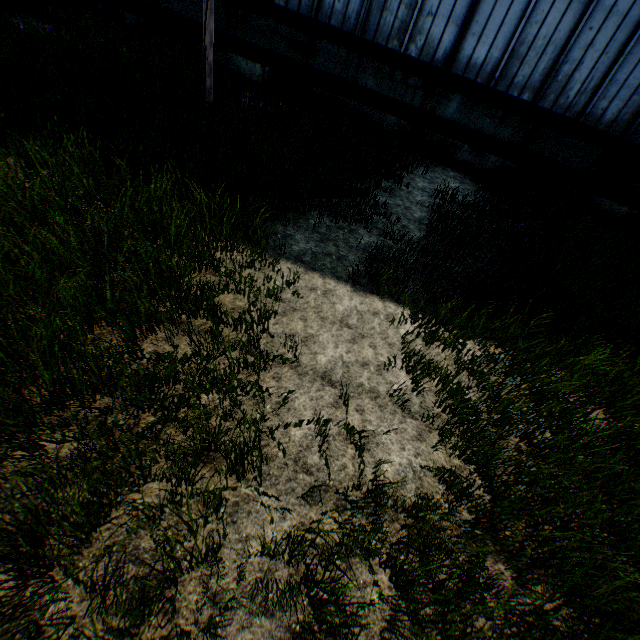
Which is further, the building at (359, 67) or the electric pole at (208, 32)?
the building at (359, 67)

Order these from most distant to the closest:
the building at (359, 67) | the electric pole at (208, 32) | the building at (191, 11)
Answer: the building at (191, 11) → the building at (359, 67) → the electric pole at (208, 32)

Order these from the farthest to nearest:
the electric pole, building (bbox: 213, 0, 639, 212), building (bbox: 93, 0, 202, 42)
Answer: building (bbox: 93, 0, 202, 42) → building (bbox: 213, 0, 639, 212) → the electric pole

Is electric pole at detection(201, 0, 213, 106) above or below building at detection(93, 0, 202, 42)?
above

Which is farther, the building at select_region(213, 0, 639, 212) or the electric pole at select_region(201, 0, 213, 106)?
the building at select_region(213, 0, 639, 212)

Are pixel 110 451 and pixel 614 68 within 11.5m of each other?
no

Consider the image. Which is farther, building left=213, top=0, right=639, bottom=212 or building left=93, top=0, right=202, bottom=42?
building left=93, top=0, right=202, bottom=42
